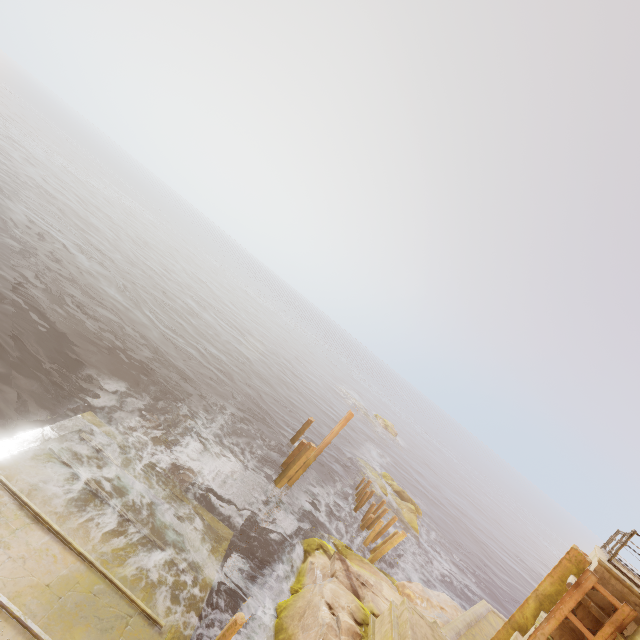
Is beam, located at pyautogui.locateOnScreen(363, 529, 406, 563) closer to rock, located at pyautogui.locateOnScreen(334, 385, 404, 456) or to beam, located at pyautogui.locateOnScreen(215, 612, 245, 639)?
beam, located at pyautogui.locateOnScreen(215, 612, 245, 639)

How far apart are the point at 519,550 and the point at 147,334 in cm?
5911

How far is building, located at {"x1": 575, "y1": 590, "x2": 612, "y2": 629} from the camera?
7.1 meters

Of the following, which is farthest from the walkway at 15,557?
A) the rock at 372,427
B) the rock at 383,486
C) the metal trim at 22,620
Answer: the rock at 372,427

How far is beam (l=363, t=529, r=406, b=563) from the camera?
15.8m

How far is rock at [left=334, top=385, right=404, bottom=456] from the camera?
45.66m

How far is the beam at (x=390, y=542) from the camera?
15.83m

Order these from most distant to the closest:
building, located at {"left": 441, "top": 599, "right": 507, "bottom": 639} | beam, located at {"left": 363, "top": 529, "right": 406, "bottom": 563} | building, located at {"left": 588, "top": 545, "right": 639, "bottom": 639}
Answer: beam, located at {"left": 363, "top": 529, "right": 406, "bottom": 563} < building, located at {"left": 441, "top": 599, "right": 507, "bottom": 639} < building, located at {"left": 588, "top": 545, "right": 639, "bottom": 639}
